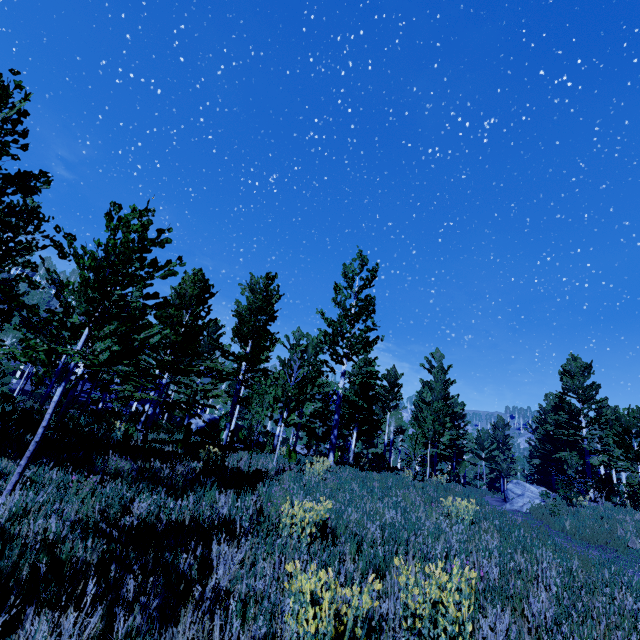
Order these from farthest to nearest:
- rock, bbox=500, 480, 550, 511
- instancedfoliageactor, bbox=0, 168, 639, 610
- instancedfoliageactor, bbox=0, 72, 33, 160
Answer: rock, bbox=500, 480, 550, 511
instancedfoliageactor, bbox=0, 72, 33, 160
instancedfoliageactor, bbox=0, 168, 639, 610

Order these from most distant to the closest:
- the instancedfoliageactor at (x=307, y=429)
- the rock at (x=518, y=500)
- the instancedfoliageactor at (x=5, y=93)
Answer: the rock at (x=518, y=500)
the instancedfoliageactor at (x=5, y=93)
the instancedfoliageactor at (x=307, y=429)

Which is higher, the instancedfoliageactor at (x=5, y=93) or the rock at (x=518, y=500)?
the instancedfoliageactor at (x=5, y=93)

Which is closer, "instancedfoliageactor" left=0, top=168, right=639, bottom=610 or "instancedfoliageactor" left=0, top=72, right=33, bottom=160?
"instancedfoliageactor" left=0, top=168, right=639, bottom=610

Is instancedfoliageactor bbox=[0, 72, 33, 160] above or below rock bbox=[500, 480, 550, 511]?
above

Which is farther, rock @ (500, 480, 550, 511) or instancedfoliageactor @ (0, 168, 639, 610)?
rock @ (500, 480, 550, 511)

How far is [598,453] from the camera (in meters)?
29.39
